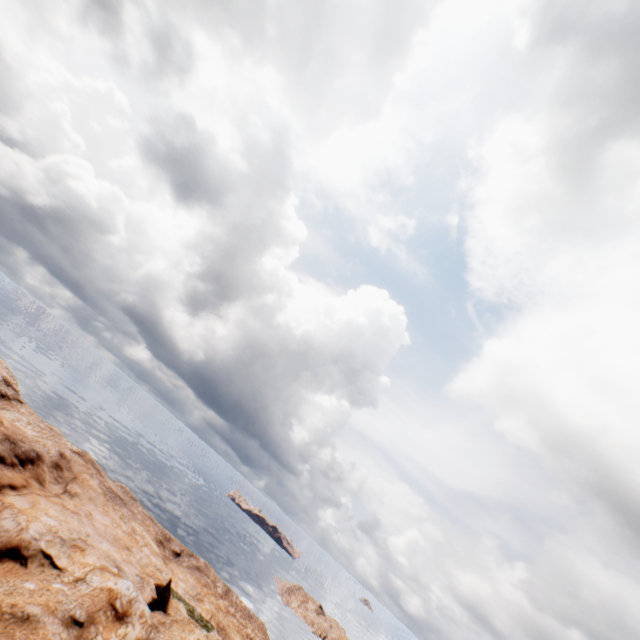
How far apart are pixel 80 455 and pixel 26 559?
13.81m
